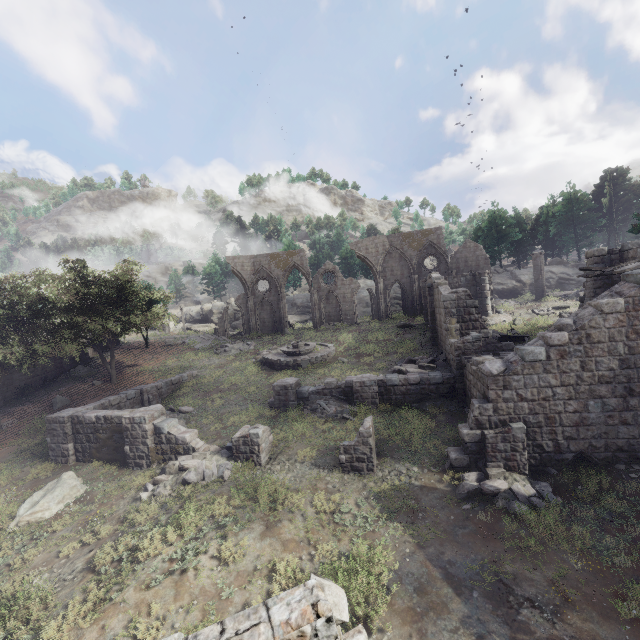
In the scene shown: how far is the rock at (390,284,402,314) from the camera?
49.7m

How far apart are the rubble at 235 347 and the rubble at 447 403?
18.74m

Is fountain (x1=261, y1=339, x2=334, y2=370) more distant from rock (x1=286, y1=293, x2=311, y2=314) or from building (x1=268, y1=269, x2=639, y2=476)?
rock (x1=286, y1=293, x2=311, y2=314)

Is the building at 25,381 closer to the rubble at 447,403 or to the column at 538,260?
the rubble at 447,403

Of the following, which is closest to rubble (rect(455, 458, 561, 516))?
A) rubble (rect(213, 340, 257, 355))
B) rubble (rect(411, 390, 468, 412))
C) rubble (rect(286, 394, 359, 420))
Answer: rubble (rect(411, 390, 468, 412))

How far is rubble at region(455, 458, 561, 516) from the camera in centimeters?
1002cm

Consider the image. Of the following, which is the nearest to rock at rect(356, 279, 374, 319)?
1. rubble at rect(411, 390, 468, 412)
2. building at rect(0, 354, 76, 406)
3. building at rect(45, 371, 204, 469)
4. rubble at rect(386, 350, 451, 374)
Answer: rubble at rect(386, 350, 451, 374)

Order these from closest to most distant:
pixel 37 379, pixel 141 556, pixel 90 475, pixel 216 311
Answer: pixel 141 556, pixel 90 475, pixel 37 379, pixel 216 311
